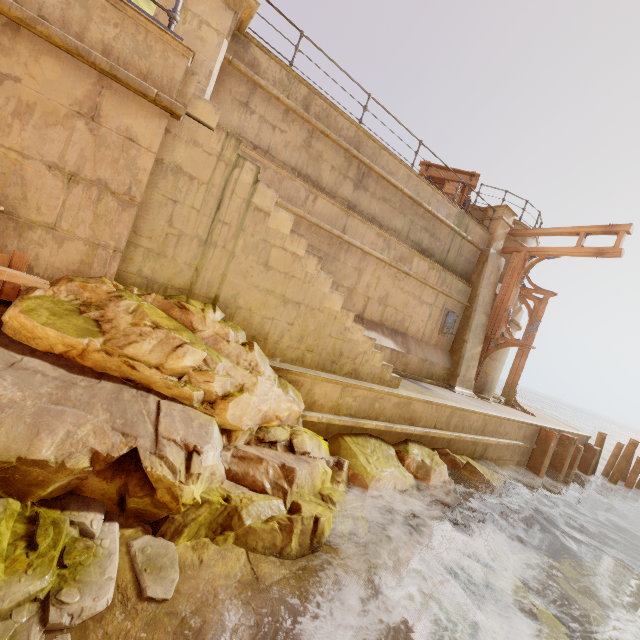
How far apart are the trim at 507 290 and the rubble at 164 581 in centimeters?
1188cm

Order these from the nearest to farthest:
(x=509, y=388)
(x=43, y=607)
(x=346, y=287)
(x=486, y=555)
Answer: (x=43, y=607) < (x=486, y=555) < (x=346, y=287) < (x=509, y=388)

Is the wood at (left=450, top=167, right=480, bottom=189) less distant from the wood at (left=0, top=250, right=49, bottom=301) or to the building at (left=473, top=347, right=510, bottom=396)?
the building at (left=473, top=347, right=510, bottom=396)

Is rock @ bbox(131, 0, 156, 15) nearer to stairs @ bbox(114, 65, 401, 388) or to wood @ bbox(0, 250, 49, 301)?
stairs @ bbox(114, 65, 401, 388)

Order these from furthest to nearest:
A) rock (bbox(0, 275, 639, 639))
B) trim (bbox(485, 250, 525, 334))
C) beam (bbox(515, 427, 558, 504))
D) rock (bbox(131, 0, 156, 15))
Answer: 1. rock (bbox(131, 0, 156, 15))
2. trim (bbox(485, 250, 525, 334))
3. beam (bbox(515, 427, 558, 504))
4. rock (bbox(0, 275, 639, 639))

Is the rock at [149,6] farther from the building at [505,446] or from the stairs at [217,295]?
the stairs at [217,295]

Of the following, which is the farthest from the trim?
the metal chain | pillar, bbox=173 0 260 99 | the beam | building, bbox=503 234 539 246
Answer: pillar, bbox=173 0 260 99

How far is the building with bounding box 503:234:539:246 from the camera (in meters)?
12.58
